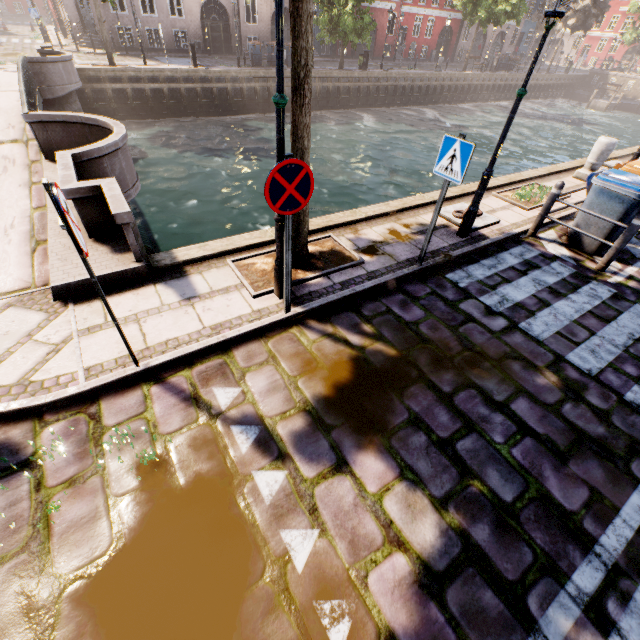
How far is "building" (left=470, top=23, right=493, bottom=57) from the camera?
40.2m

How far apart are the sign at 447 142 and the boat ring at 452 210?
2.39m

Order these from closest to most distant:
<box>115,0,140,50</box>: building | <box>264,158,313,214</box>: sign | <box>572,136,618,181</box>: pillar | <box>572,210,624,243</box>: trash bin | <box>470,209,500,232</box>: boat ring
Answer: <box>264,158,313,214</box>: sign
<box>572,210,624,243</box>: trash bin
<box>470,209,500,232</box>: boat ring
<box>572,136,618,181</box>: pillar
<box>115,0,140,50</box>: building

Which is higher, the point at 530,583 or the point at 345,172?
the point at 530,583

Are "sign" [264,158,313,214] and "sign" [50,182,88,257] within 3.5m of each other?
yes

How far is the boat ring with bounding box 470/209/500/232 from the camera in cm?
653

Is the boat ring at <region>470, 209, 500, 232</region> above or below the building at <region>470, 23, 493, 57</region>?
below

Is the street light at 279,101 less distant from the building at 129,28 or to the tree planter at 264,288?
the tree planter at 264,288
